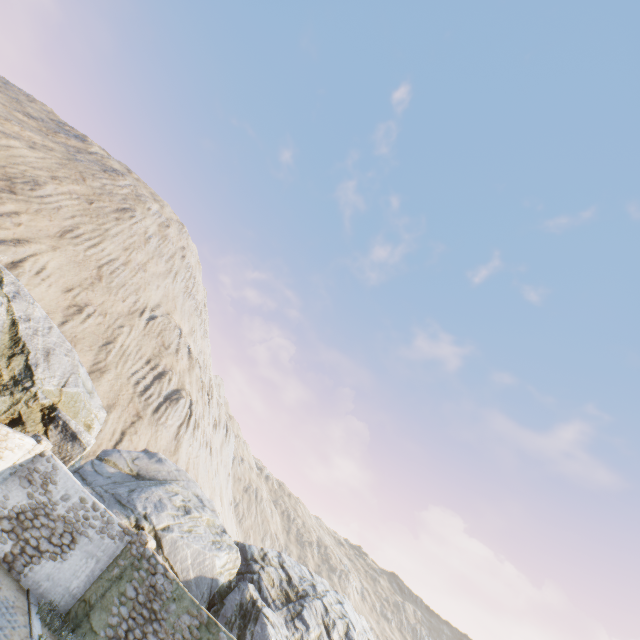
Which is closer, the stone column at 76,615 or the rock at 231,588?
the stone column at 76,615

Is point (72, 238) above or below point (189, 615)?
above

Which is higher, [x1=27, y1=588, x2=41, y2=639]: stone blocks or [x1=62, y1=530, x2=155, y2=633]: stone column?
[x1=62, y1=530, x2=155, y2=633]: stone column

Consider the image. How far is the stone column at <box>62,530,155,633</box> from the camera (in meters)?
10.85

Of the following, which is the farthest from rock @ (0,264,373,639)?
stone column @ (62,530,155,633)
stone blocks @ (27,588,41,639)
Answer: stone column @ (62,530,155,633)

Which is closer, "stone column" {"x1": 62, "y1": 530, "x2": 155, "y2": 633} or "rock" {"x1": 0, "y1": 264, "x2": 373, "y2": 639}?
"stone column" {"x1": 62, "y1": 530, "x2": 155, "y2": 633}

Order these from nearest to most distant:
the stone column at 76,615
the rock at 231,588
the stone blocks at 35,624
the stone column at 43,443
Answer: the stone blocks at 35,624 → the stone column at 76,615 → the stone column at 43,443 → the rock at 231,588

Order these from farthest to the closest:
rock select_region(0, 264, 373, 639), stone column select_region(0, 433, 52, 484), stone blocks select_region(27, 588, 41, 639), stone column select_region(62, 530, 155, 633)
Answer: rock select_region(0, 264, 373, 639), stone column select_region(0, 433, 52, 484), stone column select_region(62, 530, 155, 633), stone blocks select_region(27, 588, 41, 639)
